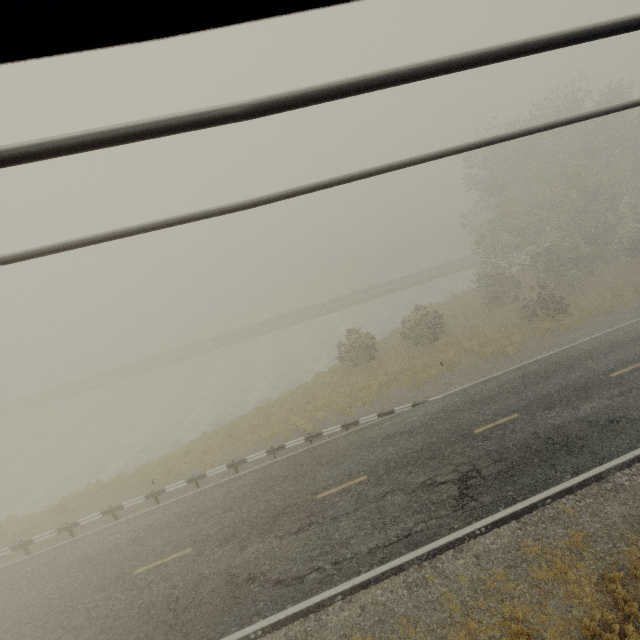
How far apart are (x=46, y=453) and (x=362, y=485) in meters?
29.4
